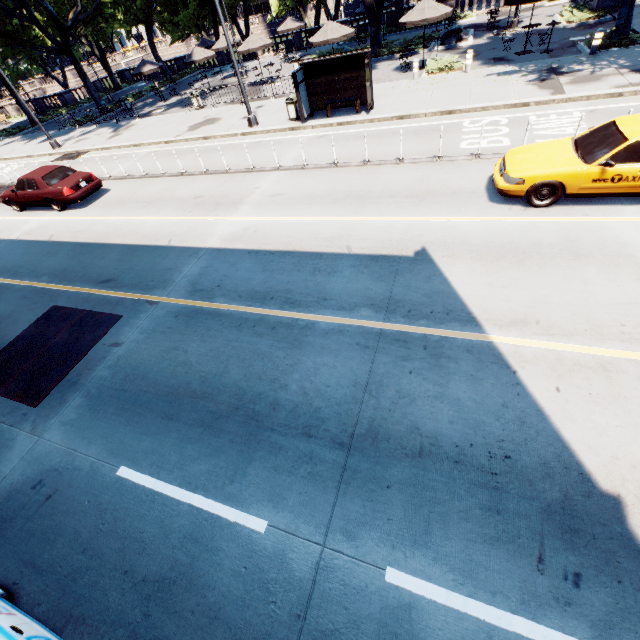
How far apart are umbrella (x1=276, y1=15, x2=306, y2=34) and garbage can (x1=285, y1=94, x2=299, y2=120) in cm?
1910

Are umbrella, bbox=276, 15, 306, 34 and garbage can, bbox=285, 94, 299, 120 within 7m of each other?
no

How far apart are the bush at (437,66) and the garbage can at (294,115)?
7.39m

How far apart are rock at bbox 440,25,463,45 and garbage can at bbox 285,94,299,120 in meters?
13.9 m

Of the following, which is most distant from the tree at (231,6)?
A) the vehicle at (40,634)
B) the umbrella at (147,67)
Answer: the vehicle at (40,634)

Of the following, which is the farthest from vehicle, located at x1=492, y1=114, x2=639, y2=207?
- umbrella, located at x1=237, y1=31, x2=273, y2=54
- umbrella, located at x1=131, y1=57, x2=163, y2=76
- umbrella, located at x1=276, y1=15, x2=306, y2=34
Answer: umbrella, located at x1=131, y1=57, x2=163, y2=76

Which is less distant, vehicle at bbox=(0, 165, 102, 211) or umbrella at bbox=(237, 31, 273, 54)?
vehicle at bbox=(0, 165, 102, 211)

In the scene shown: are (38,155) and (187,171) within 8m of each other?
no
